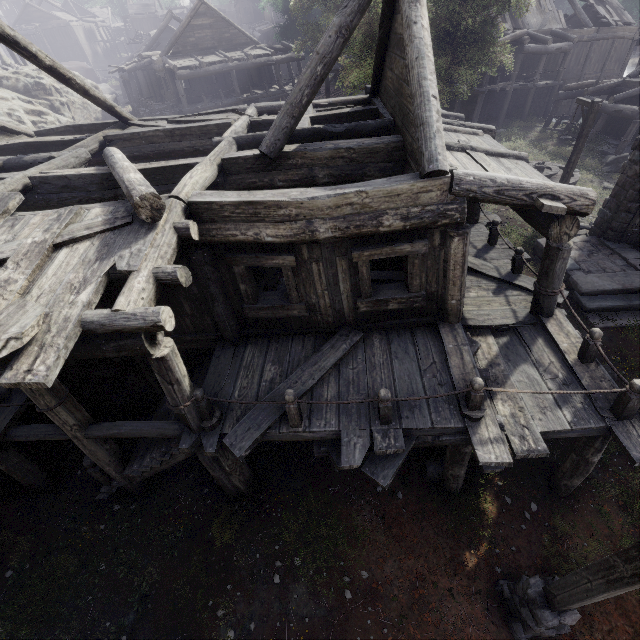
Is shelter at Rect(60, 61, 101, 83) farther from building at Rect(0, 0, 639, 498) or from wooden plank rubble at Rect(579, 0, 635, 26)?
wooden plank rubble at Rect(579, 0, 635, 26)

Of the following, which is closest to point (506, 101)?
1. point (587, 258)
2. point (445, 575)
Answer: point (587, 258)

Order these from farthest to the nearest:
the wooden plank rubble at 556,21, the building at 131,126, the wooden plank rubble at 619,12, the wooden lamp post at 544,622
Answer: the wooden plank rubble at 619,12, the wooden plank rubble at 556,21, the building at 131,126, the wooden lamp post at 544,622

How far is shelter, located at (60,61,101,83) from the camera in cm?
4411

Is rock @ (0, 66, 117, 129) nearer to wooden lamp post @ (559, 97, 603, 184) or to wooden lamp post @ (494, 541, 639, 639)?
wooden lamp post @ (494, 541, 639, 639)

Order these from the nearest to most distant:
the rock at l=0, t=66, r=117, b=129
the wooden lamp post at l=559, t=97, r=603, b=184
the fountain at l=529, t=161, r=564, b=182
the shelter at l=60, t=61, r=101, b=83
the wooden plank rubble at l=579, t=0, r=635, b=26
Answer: the wooden lamp post at l=559, t=97, r=603, b=184 < the fountain at l=529, t=161, r=564, b=182 < the rock at l=0, t=66, r=117, b=129 < the wooden plank rubble at l=579, t=0, r=635, b=26 < the shelter at l=60, t=61, r=101, b=83

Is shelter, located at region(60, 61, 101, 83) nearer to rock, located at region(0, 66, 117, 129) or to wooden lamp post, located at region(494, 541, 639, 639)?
rock, located at region(0, 66, 117, 129)

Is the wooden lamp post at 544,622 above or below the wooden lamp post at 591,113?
below
